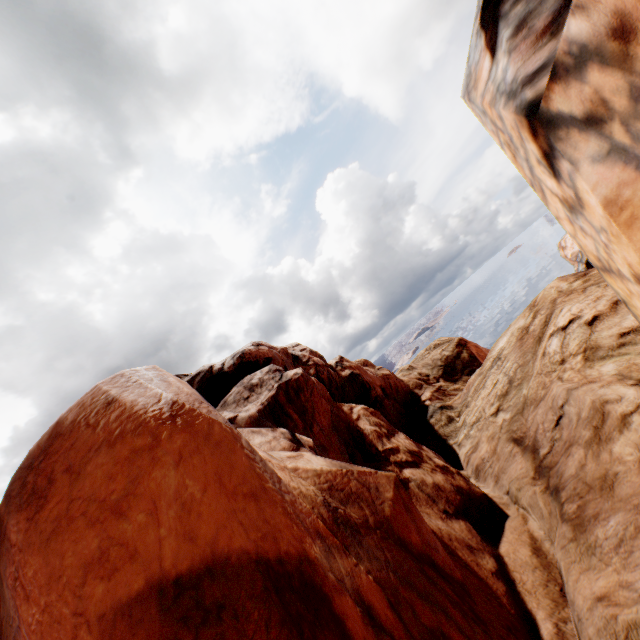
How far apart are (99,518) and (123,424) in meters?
0.6
